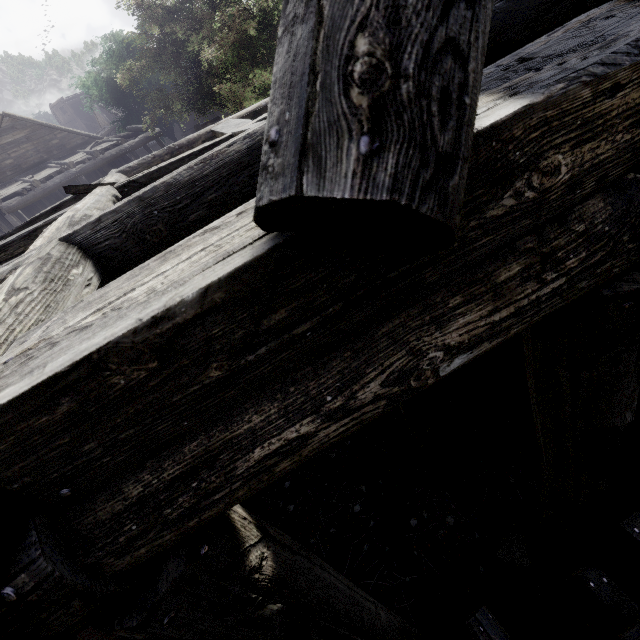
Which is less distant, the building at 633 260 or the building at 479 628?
the building at 633 260

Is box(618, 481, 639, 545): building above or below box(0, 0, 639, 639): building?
below

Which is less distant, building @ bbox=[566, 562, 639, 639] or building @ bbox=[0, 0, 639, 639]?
building @ bbox=[0, 0, 639, 639]

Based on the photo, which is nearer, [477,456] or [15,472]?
[15,472]
